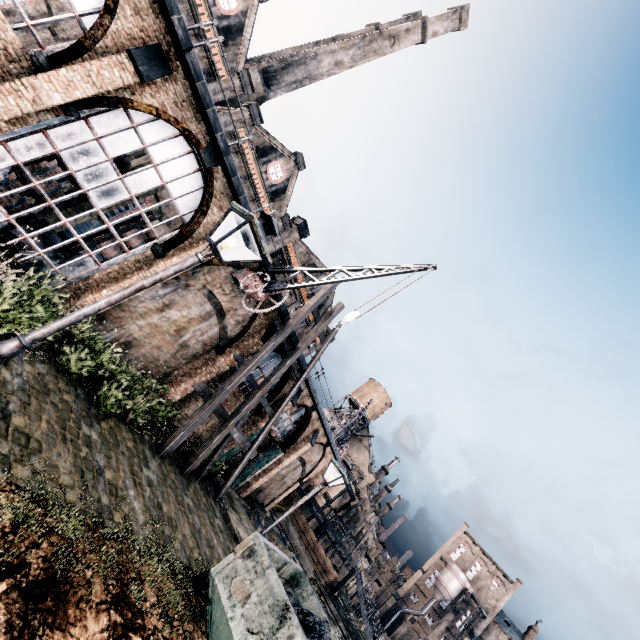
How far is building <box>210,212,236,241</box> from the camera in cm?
1319

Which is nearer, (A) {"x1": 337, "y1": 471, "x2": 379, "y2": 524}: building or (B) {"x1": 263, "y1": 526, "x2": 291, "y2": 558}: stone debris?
(B) {"x1": 263, "y1": 526, "x2": 291, "y2": 558}: stone debris

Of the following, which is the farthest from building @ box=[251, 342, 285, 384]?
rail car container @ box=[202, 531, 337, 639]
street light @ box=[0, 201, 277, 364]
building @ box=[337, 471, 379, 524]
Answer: building @ box=[337, 471, 379, 524]

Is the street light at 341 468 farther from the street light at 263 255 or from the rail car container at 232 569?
the street light at 263 255

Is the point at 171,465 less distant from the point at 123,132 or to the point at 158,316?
the point at 158,316

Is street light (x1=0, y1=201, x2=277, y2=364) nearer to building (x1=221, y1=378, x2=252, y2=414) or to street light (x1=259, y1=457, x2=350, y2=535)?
building (x1=221, y1=378, x2=252, y2=414)

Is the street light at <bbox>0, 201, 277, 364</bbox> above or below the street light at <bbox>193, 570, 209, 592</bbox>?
above

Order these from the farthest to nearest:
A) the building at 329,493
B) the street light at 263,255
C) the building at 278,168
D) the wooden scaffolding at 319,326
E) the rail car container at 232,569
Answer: the building at 329,493 → the wooden scaffolding at 319,326 → the building at 278,168 → the rail car container at 232,569 → the street light at 263,255
